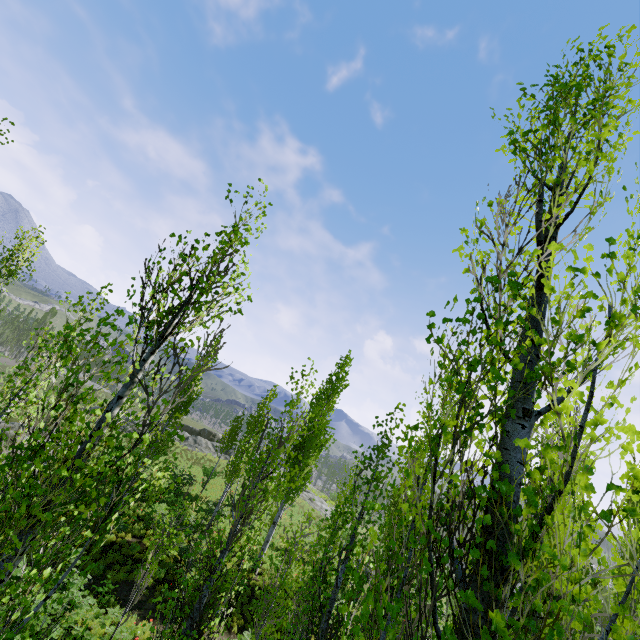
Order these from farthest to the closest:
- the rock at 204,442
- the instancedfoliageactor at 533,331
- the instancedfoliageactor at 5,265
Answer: the rock at 204,442
the instancedfoliageactor at 5,265
the instancedfoliageactor at 533,331

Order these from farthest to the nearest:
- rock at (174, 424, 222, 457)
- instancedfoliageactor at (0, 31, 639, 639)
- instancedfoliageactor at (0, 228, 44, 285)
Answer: rock at (174, 424, 222, 457) < instancedfoliageactor at (0, 228, 44, 285) < instancedfoliageactor at (0, 31, 639, 639)

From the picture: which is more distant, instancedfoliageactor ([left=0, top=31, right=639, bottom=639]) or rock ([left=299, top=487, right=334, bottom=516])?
rock ([left=299, top=487, right=334, bottom=516])

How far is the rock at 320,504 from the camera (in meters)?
37.67

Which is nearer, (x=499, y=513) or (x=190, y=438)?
(x=499, y=513)

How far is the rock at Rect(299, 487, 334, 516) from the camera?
37.7 meters
